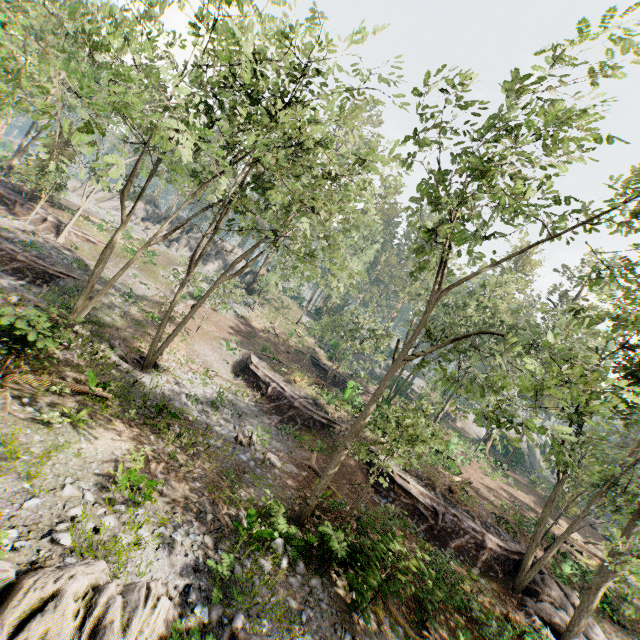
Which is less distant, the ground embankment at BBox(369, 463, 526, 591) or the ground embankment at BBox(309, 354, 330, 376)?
the ground embankment at BBox(369, 463, 526, 591)

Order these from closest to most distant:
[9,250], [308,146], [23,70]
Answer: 1. [308,146]
2. [9,250]
3. [23,70]

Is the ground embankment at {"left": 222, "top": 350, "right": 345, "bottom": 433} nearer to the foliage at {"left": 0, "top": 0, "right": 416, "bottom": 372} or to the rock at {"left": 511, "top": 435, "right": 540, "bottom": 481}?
the foliage at {"left": 0, "top": 0, "right": 416, "bottom": 372}

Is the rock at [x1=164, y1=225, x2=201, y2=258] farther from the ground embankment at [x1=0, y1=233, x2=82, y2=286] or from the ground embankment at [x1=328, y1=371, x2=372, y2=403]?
the ground embankment at [x1=0, y1=233, x2=82, y2=286]

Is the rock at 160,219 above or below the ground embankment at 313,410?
above

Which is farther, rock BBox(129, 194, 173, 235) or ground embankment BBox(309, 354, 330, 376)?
rock BBox(129, 194, 173, 235)

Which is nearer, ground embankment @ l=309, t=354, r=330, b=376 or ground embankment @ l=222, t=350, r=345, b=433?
ground embankment @ l=222, t=350, r=345, b=433

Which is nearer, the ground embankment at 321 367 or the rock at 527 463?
the ground embankment at 321 367
